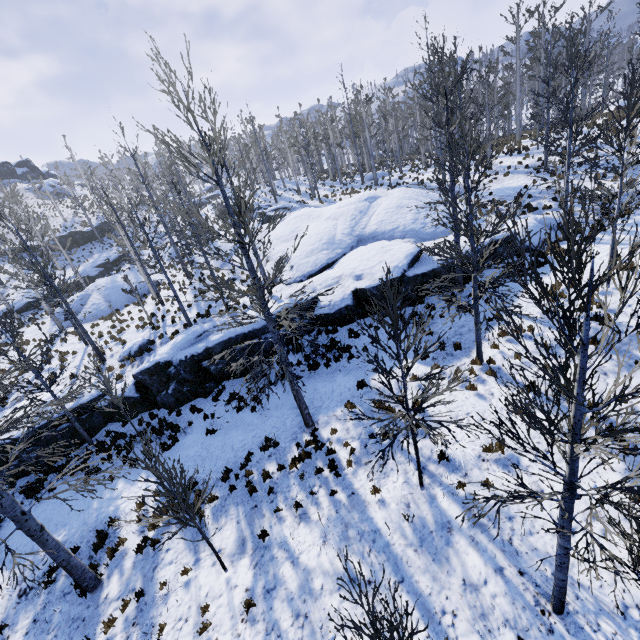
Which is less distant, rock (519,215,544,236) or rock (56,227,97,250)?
rock (519,215,544,236)

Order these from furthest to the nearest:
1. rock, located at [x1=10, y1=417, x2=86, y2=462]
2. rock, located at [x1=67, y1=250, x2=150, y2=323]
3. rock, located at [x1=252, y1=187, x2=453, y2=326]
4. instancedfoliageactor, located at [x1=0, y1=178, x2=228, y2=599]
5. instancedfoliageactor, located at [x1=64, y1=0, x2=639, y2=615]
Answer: rock, located at [x1=67, y1=250, x2=150, y2=323] < rock, located at [x1=252, y1=187, x2=453, y2=326] < rock, located at [x1=10, y1=417, x2=86, y2=462] < instancedfoliageactor, located at [x1=0, y1=178, x2=228, y2=599] < instancedfoliageactor, located at [x1=64, y1=0, x2=639, y2=615]

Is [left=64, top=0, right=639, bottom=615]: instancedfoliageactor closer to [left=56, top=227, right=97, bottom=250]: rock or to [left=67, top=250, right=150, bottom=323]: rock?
[left=67, top=250, right=150, bottom=323]: rock

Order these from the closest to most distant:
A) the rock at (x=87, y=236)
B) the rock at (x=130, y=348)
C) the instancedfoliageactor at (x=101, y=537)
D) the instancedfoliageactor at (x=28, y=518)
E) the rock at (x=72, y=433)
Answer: the instancedfoliageactor at (x=28, y=518) < the instancedfoliageactor at (x=101, y=537) < the rock at (x=72, y=433) < the rock at (x=130, y=348) < the rock at (x=87, y=236)

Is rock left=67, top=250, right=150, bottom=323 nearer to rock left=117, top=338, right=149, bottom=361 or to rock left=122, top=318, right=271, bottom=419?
rock left=122, top=318, right=271, bottom=419

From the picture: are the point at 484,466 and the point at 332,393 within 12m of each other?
yes

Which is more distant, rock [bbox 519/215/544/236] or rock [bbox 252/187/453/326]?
rock [bbox 519/215/544/236]

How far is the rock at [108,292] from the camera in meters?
25.6 m
